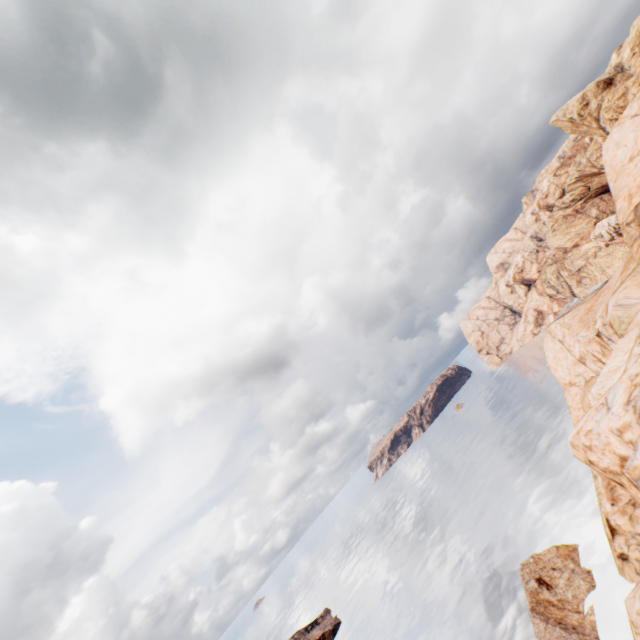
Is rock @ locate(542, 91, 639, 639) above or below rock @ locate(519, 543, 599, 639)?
above

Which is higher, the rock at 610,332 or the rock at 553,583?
the rock at 610,332

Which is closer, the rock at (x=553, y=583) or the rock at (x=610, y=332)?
A: the rock at (x=610, y=332)

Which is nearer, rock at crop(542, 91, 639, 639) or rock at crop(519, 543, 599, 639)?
rock at crop(542, 91, 639, 639)

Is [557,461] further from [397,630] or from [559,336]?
[397,630]
